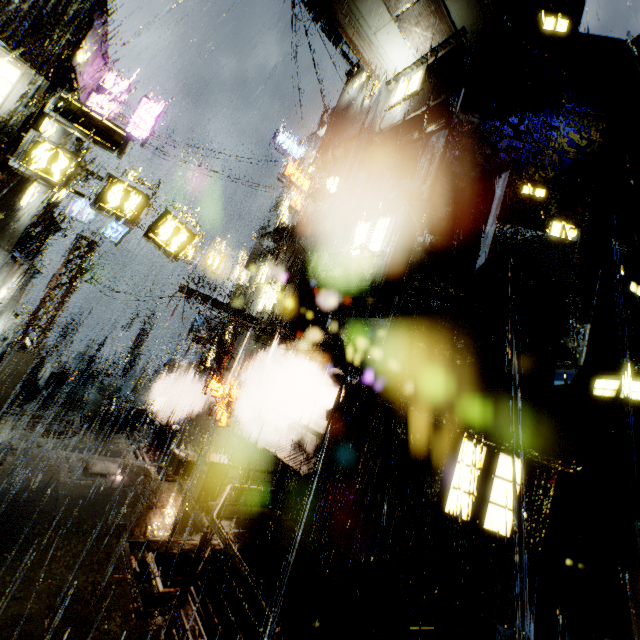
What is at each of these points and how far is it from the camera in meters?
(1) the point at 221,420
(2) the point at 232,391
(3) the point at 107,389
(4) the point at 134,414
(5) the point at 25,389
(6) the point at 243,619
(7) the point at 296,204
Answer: (1) sign, 16.7 m
(2) sign, 17.0 m
(3) bridge, 24.0 m
(4) pipe, 21.0 m
(5) trash can, 19.2 m
(6) building, 7.3 m
(7) sign, 19.1 m

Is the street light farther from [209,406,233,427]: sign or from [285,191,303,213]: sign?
[285,191,303,213]: sign

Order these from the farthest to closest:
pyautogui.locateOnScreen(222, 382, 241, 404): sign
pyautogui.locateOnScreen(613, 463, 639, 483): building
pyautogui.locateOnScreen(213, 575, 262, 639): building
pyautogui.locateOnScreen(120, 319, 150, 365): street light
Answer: pyautogui.locateOnScreen(120, 319, 150, 365): street light < pyautogui.locateOnScreen(222, 382, 241, 404): sign < pyautogui.locateOnScreen(613, 463, 639, 483): building < pyautogui.locateOnScreen(213, 575, 262, 639): building

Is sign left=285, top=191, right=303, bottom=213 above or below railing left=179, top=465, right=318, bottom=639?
above

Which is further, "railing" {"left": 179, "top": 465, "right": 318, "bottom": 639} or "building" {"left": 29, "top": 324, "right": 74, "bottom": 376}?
"building" {"left": 29, "top": 324, "right": 74, "bottom": 376}

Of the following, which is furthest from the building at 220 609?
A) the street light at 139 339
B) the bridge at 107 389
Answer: the street light at 139 339

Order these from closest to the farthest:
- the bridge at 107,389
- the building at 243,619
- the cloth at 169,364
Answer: the building at 243,619, the bridge at 107,389, the cloth at 169,364

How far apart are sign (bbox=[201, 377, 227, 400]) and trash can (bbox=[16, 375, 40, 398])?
11.7m
